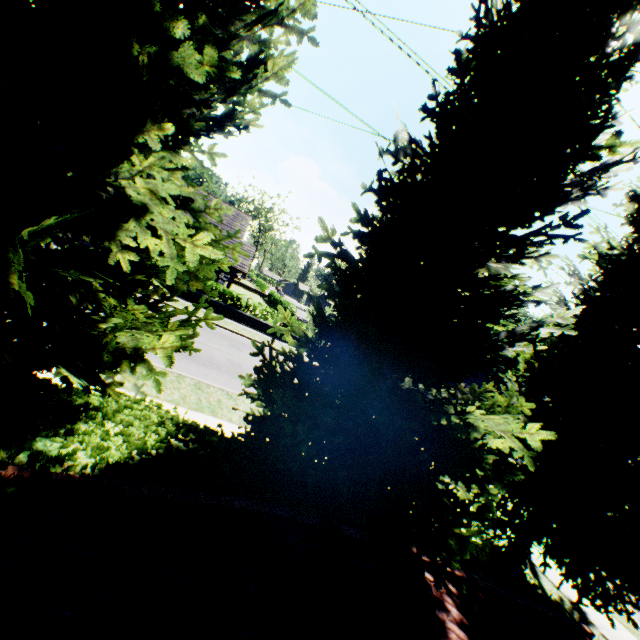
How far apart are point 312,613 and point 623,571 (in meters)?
6.12

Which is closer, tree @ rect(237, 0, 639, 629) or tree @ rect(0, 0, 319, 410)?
tree @ rect(0, 0, 319, 410)

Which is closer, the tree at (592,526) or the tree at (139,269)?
the tree at (139,269)
